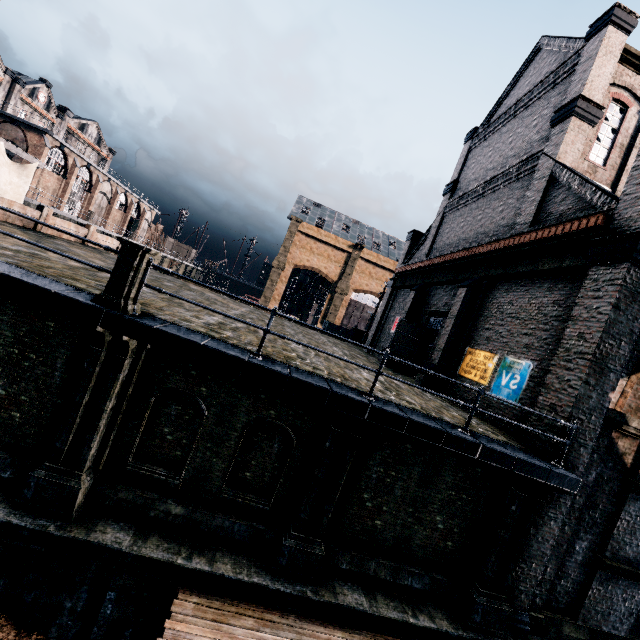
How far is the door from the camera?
19.7 meters

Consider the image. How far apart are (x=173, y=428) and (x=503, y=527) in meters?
9.3 m

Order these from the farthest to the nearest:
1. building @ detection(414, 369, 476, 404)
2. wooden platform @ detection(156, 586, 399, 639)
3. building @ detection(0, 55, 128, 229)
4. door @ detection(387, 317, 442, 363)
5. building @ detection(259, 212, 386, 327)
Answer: building @ detection(259, 212, 386, 327)
building @ detection(0, 55, 128, 229)
door @ detection(387, 317, 442, 363)
building @ detection(414, 369, 476, 404)
wooden platform @ detection(156, 586, 399, 639)

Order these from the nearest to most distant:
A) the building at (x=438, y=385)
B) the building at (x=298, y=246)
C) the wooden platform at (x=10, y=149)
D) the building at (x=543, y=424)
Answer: the building at (x=543, y=424)
the building at (x=438, y=385)
the wooden platform at (x=10, y=149)
the building at (x=298, y=246)

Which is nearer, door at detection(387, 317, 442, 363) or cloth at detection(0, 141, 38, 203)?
door at detection(387, 317, 442, 363)

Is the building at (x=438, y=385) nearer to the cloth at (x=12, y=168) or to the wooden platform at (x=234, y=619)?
the wooden platform at (x=234, y=619)

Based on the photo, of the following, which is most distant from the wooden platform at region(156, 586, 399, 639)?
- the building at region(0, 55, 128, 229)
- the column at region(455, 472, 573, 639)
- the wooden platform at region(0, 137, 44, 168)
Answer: the building at region(0, 55, 128, 229)

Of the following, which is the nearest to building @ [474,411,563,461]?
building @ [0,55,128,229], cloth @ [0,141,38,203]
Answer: building @ [0,55,128,229]
